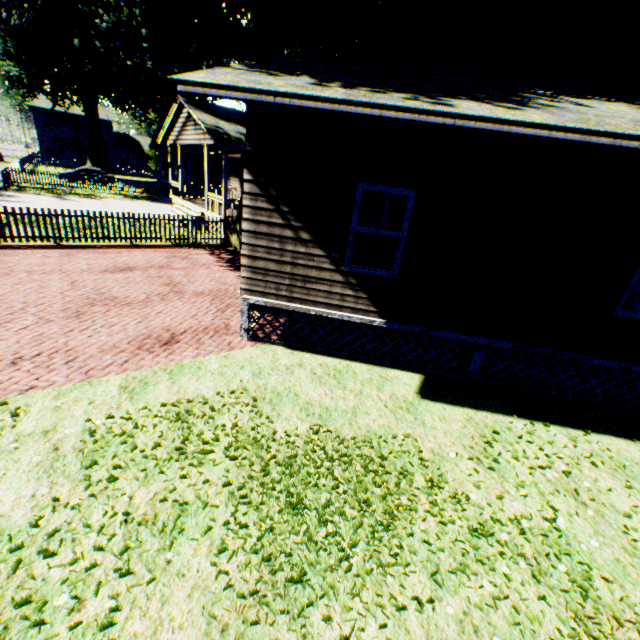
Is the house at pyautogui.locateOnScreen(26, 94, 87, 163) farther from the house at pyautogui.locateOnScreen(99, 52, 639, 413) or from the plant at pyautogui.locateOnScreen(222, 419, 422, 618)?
the house at pyautogui.locateOnScreen(99, 52, 639, 413)

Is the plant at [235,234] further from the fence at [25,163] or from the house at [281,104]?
the house at [281,104]

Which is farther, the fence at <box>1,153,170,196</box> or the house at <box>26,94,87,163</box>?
the house at <box>26,94,87,163</box>

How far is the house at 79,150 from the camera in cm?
4838

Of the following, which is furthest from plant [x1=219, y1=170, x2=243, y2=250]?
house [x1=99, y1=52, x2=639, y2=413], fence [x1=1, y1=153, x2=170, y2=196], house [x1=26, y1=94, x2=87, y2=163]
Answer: house [x1=26, y1=94, x2=87, y2=163]

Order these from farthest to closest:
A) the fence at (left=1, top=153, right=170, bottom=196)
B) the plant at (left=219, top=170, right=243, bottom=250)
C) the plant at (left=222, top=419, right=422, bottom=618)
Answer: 1. the fence at (left=1, top=153, right=170, bottom=196)
2. the plant at (left=219, top=170, right=243, bottom=250)
3. the plant at (left=222, top=419, right=422, bottom=618)

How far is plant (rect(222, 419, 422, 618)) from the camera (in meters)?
3.16

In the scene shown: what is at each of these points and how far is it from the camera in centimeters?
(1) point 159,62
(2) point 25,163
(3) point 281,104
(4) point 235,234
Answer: (1) plant, 1620cm
(2) fence, 3903cm
(3) house, 434cm
(4) plant, 1503cm
